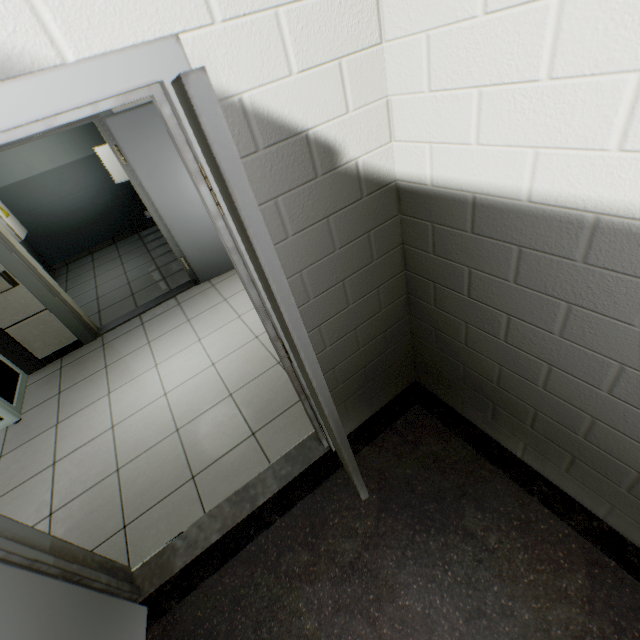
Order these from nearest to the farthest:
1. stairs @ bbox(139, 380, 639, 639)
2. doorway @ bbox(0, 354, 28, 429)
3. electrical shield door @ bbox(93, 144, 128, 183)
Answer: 1. stairs @ bbox(139, 380, 639, 639)
2. doorway @ bbox(0, 354, 28, 429)
3. electrical shield door @ bbox(93, 144, 128, 183)

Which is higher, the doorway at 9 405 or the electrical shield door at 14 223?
the electrical shield door at 14 223

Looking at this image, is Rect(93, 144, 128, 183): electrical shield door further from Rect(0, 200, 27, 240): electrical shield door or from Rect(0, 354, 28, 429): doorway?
Rect(0, 354, 28, 429): doorway

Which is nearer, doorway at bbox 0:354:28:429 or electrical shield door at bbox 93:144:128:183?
doorway at bbox 0:354:28:429

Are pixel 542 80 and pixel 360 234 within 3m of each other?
yes

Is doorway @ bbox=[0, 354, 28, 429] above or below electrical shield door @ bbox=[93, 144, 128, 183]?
below

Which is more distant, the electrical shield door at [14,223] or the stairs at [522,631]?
the electrical shield door at [14,223]

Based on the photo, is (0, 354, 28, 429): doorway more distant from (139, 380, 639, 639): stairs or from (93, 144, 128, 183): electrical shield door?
(93, 144, 128, 183): electrical shield door
